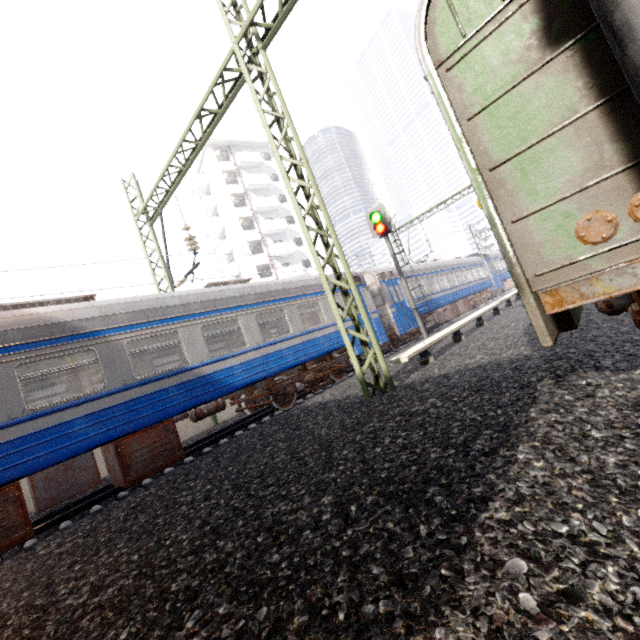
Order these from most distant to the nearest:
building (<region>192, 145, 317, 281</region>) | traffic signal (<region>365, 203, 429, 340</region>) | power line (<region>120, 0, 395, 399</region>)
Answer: building (<region>192, 145, 317, 281</region>) → traffic signal (<region>365, 203, 429, 340</region>) → power line (<region>120, 0, 395, 399</region>)

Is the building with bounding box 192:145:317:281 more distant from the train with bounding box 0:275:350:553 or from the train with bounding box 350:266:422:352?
the train with bounding box 0:275:350:553

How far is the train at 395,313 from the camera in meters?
13.6

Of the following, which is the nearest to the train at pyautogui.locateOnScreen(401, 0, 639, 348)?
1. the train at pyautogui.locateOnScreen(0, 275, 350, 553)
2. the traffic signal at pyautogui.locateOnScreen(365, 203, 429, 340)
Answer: the traffic signal at pyautogui.locateOnScreen(365, 203, 429, 340)

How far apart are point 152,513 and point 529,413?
4.9 meters

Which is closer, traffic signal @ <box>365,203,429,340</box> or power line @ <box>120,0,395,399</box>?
power line @ <box>120,0,395,399</box>

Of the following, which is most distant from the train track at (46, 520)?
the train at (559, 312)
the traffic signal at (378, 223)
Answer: the train at (559, 312)

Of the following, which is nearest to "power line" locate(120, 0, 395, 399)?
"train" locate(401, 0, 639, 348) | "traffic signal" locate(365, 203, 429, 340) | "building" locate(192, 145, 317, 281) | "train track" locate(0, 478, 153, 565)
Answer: "train" locate(401, 0, 639, 348)
